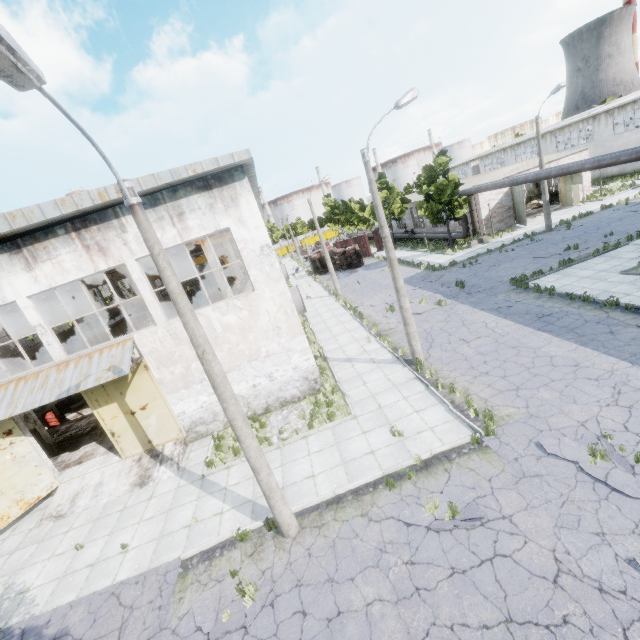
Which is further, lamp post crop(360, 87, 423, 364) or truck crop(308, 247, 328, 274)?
truck crop(308, 247, 328, 274)

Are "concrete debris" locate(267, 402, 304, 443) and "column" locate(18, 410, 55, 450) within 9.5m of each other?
no

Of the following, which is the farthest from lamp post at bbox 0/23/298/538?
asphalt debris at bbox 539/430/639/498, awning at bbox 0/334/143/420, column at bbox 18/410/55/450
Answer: column at bbox 18/410/55/450

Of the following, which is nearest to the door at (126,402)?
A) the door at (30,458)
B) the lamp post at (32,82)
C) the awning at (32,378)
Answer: the awning at (32,378)

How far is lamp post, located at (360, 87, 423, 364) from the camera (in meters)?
11.45

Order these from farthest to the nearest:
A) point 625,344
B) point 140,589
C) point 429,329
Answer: point 429,329, point 625,344, point 140,589

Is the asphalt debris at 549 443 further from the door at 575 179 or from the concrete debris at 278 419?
the door at 575 179

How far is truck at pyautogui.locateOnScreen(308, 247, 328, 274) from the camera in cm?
4316
